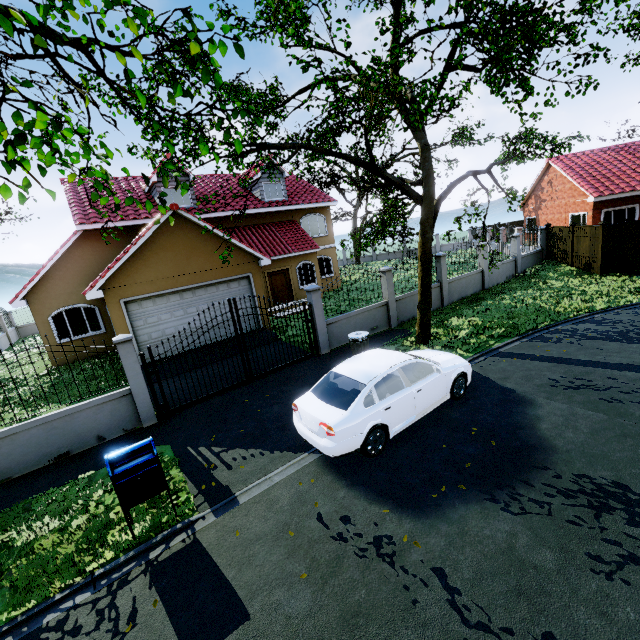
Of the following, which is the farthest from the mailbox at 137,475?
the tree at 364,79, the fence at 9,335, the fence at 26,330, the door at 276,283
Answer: the fence at 26,330

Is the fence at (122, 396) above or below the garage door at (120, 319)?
below

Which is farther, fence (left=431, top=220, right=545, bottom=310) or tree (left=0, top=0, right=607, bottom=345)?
fence (left=431, top=220, right=545, bottom=310)

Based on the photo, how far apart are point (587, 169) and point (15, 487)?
31.7 meters

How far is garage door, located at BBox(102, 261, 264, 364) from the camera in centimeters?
1171cm

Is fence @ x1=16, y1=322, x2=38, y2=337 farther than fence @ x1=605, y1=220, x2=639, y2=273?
Yes

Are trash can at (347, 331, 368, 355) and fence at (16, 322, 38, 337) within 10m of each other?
no

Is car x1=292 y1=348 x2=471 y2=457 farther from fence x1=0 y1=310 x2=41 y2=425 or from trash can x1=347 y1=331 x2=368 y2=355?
fence x1=0 y1=310 x2=41 y2=425
